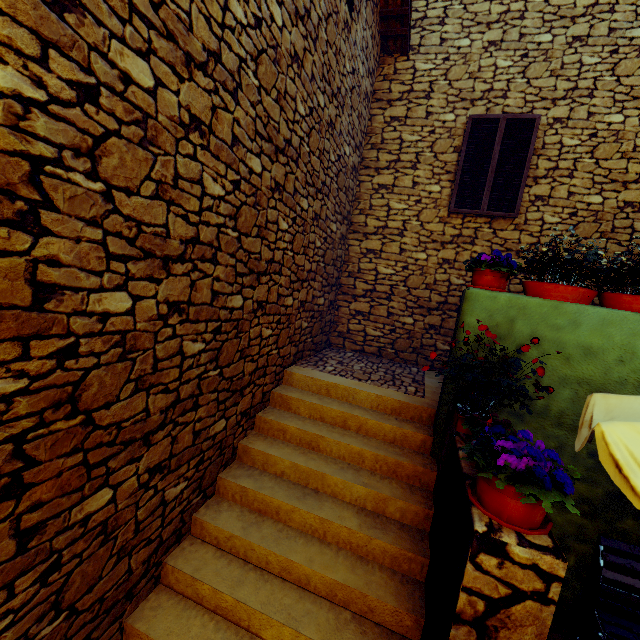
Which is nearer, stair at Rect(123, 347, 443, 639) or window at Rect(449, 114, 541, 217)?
stair at Rect(123, 347, 443, 639)

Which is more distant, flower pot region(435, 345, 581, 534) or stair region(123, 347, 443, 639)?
stair region(123, 347, 443, 639)

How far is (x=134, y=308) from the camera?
2.0 meters

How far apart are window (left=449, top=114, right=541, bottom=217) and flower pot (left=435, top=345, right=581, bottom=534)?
4.39m

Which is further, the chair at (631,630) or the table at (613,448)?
the chair at (631,630)

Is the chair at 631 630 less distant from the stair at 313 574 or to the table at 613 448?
the table at 613 448

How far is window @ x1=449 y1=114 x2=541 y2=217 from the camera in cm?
539

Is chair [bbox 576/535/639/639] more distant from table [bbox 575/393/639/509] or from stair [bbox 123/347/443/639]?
stair [bbox 123/347/443/639]
